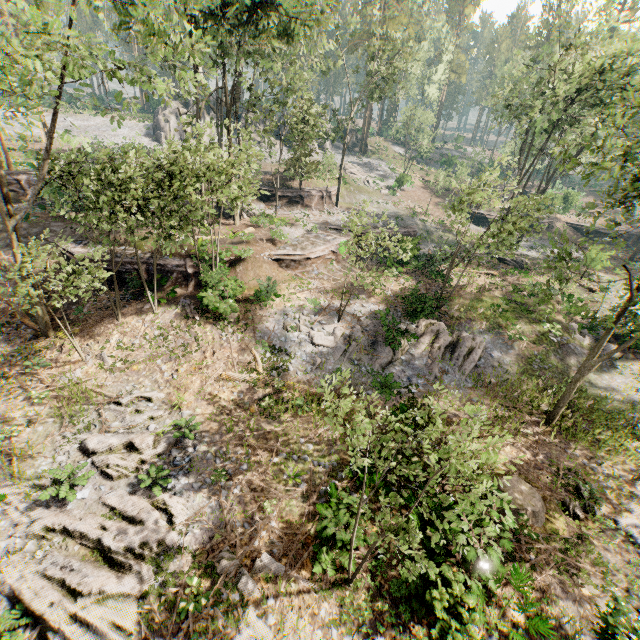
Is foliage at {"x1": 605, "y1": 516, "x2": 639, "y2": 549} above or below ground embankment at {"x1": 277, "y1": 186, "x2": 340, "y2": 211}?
below

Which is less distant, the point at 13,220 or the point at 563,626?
the point at 563,626

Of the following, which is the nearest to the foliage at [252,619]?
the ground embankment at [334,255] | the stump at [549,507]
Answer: the ground embankment at [334,255]

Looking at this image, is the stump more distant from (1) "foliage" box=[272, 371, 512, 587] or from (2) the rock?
(2) the rock

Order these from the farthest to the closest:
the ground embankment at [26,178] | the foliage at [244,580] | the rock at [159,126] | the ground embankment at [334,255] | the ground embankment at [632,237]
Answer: the rock at [159,126], the ground embankment at [632,237], the ground embankment at [26,178], the ground embankment at [334,255], the foliage at [244,580]

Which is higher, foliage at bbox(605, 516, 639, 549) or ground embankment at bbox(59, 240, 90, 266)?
ground embankment at bbox(59, 240, 90, 266)

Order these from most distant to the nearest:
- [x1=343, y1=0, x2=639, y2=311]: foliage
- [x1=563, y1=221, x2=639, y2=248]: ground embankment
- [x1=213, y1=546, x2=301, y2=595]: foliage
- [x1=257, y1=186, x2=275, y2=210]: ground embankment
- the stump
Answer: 1. [x1=563, y1=221, x2=639, y2=248]: ground embankment
2. [x1=257, y1=186, x2=275, y2=210]: ground embankment
3. [x1=343, y1=0, x2=639, y2=311]: foliage
4. the stump
5. [x1=213, y1=546, x2=301, y2=595]: foliage

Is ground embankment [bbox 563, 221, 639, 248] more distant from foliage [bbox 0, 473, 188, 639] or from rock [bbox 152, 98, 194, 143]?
rock [bbox 152, 98, 194, 143]
